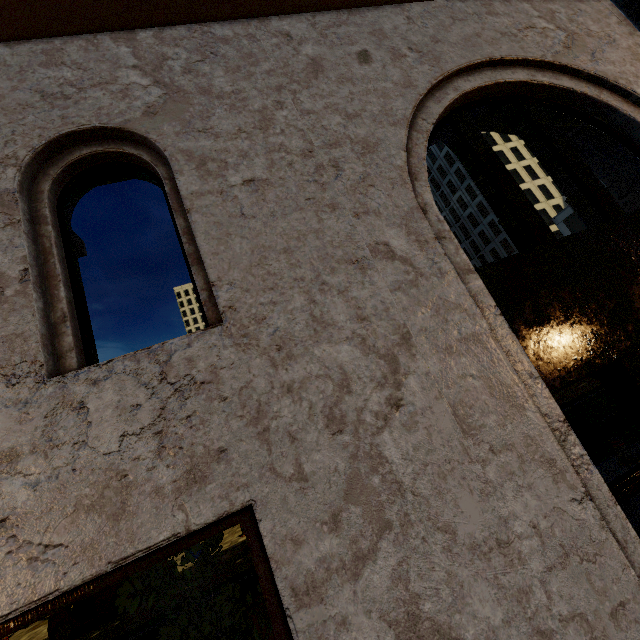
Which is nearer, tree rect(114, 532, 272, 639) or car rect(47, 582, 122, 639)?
tree rect(114, 532, 272, 639)

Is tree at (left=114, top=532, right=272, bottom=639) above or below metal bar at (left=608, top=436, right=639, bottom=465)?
above

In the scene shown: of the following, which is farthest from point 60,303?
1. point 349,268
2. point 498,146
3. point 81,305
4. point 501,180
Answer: point 498,146

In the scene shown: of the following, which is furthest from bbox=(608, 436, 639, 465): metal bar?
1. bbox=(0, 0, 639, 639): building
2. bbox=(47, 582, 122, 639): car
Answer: bbox=(47, 582, 122, 639): car

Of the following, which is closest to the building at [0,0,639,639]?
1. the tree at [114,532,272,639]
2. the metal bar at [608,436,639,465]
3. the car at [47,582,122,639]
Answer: the tree at [114,532,272,639]

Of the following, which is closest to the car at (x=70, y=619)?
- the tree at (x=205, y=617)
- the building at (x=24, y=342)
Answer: the tree at (x=205, y=617)
